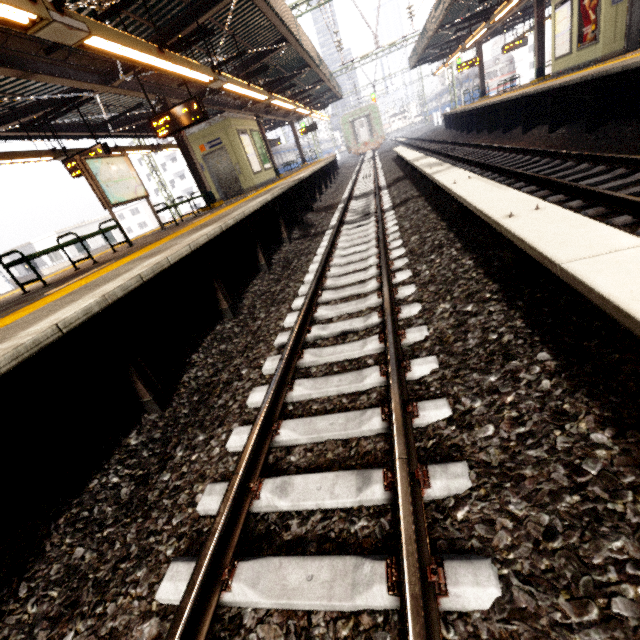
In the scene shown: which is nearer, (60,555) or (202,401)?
(60,555)

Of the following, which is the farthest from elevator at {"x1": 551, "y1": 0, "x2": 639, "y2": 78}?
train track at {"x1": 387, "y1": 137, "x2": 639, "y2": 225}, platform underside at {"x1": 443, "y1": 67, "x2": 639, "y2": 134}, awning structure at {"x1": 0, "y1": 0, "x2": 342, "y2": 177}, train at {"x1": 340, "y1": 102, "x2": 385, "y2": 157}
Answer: train at {"x1": 340, "y1": 102, "x2": 385, "y2": 157}

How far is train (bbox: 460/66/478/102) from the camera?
35.0 meters

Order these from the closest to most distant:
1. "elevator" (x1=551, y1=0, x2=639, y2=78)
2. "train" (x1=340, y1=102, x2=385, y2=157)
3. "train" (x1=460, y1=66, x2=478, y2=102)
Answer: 1. "elevator" (x1=551, y1=0, x2=639, y2=78)
2. "train" (x1=340, y1=102, x2=385, y2=157)
3. "train" (x1=460, y1=66, x2=478, y2=102)

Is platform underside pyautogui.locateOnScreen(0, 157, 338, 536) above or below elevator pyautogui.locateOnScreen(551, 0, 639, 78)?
below

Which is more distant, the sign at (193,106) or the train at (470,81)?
the train at (470,81)

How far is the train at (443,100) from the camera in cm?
4800

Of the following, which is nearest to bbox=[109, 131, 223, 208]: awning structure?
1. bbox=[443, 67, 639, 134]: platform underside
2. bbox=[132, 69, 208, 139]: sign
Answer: bbox=[132, 69, 208, 139]: sign
